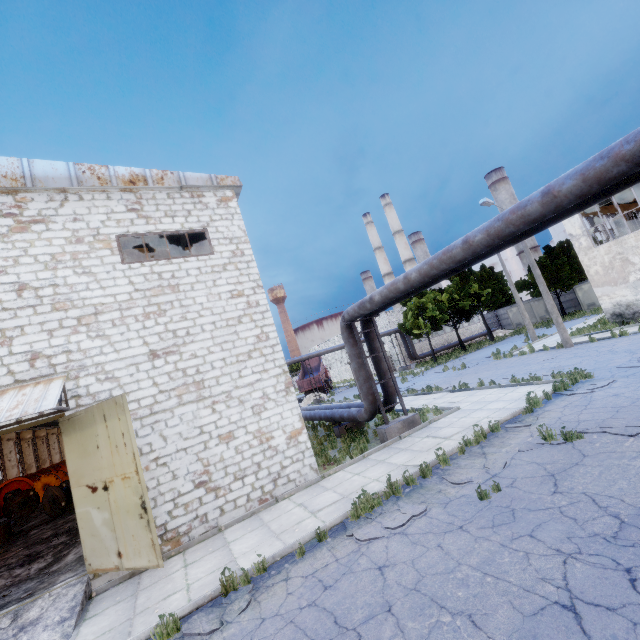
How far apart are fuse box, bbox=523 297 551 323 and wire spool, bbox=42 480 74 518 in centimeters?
5031cm

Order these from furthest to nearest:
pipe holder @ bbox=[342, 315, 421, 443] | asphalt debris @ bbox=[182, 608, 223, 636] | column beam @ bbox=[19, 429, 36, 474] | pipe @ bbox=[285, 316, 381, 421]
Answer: column beam @ bbox=[19, 429, 36, 474] → pipe @ bbox=[285, 316, 381, 421] → pipe holder @ bbox=[342, 315, 421, 443] → asphalt debris @ bbox=[182, 608, 223, 636]

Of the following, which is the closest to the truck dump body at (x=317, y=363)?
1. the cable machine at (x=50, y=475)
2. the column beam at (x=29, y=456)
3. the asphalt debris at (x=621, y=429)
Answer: the cable machine at (x=50, y=475)

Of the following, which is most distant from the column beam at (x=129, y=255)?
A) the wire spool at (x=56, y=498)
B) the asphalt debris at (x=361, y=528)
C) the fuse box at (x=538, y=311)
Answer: the fuse box at (x=538, y=311)

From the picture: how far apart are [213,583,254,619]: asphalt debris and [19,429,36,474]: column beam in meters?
42.0 m

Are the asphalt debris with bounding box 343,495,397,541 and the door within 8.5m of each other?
yes

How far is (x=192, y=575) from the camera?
7.01m

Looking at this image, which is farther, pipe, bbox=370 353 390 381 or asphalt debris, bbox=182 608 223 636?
pipe, bbox=370 353 390 381
